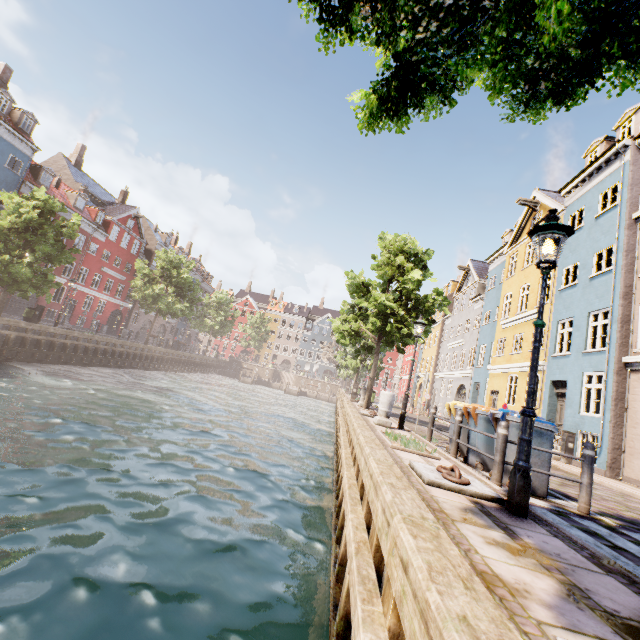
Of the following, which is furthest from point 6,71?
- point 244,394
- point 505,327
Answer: point 505,327

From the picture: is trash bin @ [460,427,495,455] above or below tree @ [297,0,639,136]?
below

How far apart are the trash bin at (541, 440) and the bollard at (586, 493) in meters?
0.4

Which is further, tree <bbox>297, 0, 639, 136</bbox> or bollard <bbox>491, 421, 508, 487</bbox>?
bollard <bbox>491, 421, 508, 487</bbox>

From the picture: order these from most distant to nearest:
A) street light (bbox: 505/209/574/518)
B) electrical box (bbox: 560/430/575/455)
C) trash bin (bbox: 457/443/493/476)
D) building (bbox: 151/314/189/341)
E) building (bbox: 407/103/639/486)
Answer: building (bbox: 151/314/189/341) → electrical box (bbox: 560/430/575/455) → building (bbox: 407/103/639/486) → trash bin (bbox: 457/443/493/476) → street light (bbox: 505/209/574/518)

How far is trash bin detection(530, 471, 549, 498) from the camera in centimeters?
564cm

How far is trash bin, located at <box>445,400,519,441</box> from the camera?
5.90m

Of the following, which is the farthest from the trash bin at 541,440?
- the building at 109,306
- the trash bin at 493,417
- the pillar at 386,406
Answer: the building at 109,306
